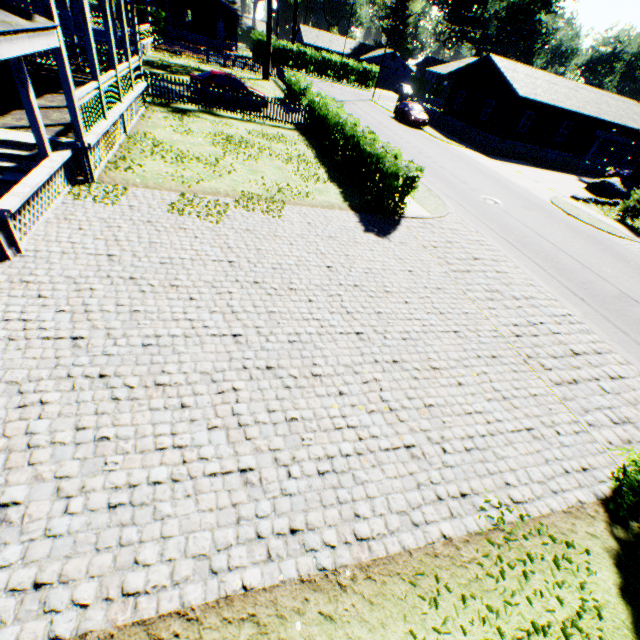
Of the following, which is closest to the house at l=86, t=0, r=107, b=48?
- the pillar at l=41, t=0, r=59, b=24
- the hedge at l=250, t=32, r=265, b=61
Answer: the pillar at l=41, t=0, r=59, b=24

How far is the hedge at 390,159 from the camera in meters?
11.3 m

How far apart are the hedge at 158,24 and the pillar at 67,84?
→ 50.8 meters

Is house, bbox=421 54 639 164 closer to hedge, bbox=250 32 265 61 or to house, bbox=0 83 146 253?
hedge, bbox=250 32 265 61

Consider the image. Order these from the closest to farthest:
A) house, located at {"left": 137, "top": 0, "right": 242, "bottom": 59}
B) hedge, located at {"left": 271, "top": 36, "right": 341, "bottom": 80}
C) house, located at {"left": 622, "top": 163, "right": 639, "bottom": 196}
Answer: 1. house, located at {"left": 622, "top": 163, "right": 639, "bottom": 196}
2. house, located at {"left": 137, "top": 0, "right": 242, "bottom": 59}
3. hedge, located at {"left": 271, "top": 36, "right": 341, "bottom": 80}

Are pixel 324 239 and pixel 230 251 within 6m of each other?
yes

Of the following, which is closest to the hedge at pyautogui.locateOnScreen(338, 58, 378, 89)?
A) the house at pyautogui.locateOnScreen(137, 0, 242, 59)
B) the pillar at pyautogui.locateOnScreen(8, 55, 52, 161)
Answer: the house at pyautogui.locateOnScreen(137, 0, 242, 59)

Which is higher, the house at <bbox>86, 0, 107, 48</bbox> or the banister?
the banister
